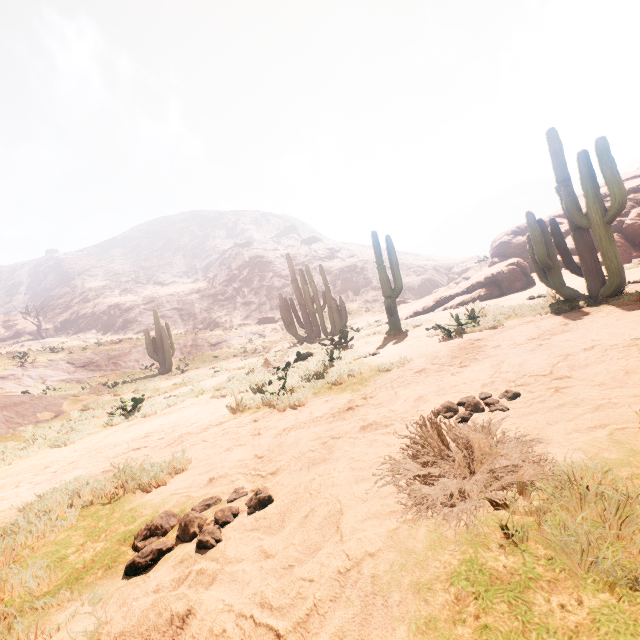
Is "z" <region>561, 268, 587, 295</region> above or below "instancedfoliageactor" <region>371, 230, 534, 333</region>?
below

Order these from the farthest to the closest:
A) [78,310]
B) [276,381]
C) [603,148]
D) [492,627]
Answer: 1. [78,310]
2. [276,381]
3. [603,148]
4. [492,627]

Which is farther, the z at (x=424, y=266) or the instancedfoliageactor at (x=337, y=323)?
the z at (x=424, y=266)

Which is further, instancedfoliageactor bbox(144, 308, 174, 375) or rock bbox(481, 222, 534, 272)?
instancedfoliageactor bbox(144, 308, 174, 375)

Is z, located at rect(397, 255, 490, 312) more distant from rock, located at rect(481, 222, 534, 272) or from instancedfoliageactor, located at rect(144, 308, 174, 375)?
instancedfoliageactor, located at rect(144, 308, 174, 375)

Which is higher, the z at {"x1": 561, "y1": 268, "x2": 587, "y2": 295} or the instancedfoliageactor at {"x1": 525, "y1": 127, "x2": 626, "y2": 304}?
the instancedfoliageactor at {"x1": 525, "y1": 127, "x2": 626, "y2": 304}

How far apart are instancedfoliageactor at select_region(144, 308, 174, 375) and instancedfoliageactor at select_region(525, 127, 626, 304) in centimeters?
1872cm

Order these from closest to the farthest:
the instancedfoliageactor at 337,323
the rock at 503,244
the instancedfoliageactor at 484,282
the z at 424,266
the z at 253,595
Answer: the z at 253,595 → the instancedfoliageactor at 484,282 → the instancedfoliageactor at 337,323 → the rock at 503,244 → the z at 424,266
